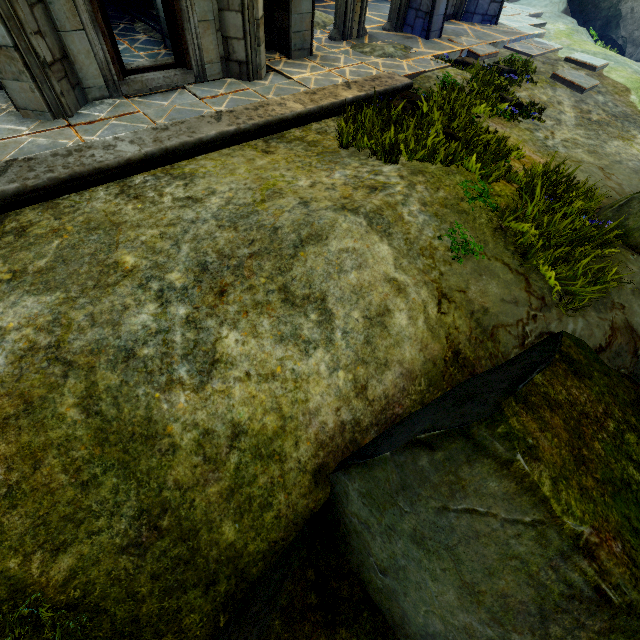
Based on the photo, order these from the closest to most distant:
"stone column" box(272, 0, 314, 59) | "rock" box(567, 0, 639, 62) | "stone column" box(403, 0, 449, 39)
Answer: "stone column" box(272, 0, 314, 59) → "stone column" box(403, 0, 449, 39) → "rock" box(567, 0, 639, 62)

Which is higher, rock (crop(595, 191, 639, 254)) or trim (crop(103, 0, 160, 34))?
trim (crop(103, 0, 160, 34))

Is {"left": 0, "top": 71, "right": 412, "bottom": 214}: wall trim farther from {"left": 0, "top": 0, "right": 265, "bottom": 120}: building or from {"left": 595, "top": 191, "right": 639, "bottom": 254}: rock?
{"left": 595, "top": 191, "right": 639, "bottom": 254}: rock

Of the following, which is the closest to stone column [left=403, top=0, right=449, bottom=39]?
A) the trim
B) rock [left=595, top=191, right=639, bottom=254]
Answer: the trim

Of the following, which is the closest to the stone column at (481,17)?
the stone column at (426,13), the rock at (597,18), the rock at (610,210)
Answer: the stone column at (426,13)

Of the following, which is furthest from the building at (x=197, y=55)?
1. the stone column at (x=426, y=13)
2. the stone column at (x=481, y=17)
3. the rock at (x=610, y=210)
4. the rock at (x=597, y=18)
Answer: the rock at (x=597, y=18)

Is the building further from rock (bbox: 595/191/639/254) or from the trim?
the trim

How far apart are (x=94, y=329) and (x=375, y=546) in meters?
3.4
